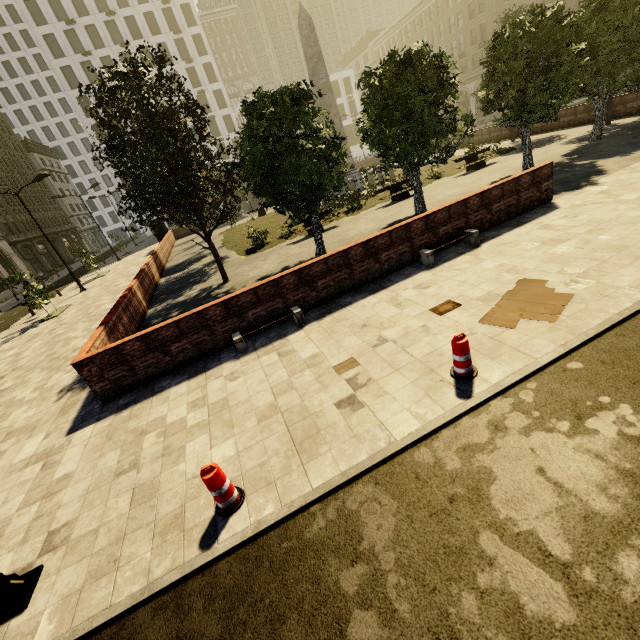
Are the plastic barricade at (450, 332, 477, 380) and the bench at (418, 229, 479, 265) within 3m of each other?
no

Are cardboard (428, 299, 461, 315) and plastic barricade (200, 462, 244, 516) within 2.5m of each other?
no

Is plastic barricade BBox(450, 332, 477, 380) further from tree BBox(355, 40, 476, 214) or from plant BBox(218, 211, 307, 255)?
plant BBox(218, 211, 307, 255)

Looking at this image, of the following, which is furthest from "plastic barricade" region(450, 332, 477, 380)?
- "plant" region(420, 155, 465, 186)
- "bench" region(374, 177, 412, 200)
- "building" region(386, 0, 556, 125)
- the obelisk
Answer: the obelisk

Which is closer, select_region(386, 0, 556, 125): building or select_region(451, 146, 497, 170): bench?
select_region(451, 146, 497, 170): bench

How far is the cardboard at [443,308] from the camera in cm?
662

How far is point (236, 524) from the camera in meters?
3.9 m

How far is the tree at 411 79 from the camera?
11.14m
